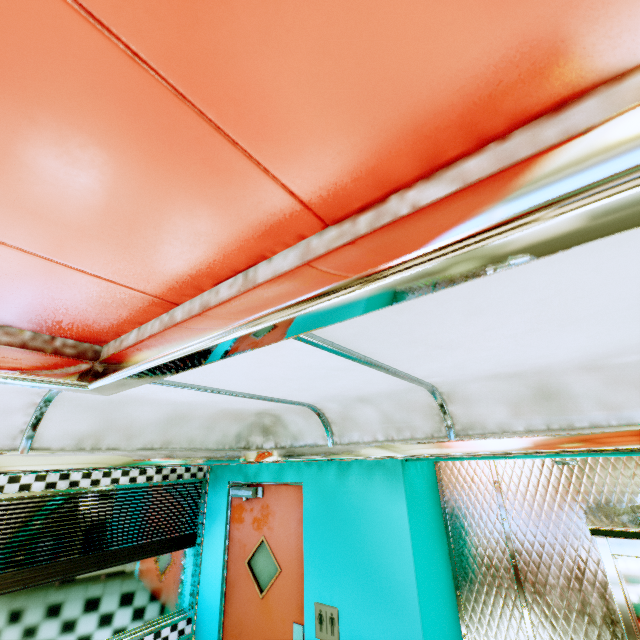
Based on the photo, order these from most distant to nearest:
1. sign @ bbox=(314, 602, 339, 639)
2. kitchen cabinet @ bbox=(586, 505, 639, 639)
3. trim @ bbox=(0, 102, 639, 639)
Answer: sign @ bbox=(314, 602, 339, 639) < kitchen cabinet @ bbox=(586, 505, 639, 639) < trim @ bbox=(0, 102, 639, 639)

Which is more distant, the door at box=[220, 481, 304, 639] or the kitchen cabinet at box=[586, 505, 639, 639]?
the door at box=[220, 481, 304, 639]

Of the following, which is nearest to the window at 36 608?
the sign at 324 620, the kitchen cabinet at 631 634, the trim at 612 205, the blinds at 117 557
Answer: the blinds at 117 557

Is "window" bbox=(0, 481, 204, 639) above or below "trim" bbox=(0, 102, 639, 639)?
below

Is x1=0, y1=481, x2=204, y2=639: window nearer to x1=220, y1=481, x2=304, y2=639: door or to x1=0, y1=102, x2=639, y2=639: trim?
x1=220, y1=481, x2=304, y2=639: door

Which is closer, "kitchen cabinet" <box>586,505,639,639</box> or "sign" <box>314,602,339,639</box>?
"kitchen cabinet" <box>586,505,639,639</box>

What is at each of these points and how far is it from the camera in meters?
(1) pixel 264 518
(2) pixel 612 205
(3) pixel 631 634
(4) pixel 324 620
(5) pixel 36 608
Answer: (1) door, 3.2 m
(2) trim, 0.5 m
(3) kitchen cabinet, 1.6 m
(4) sign, 2.5 m
(5) window, 2.5 m

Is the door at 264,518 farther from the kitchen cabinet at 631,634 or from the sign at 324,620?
the kitchen cabinet at 631,634
